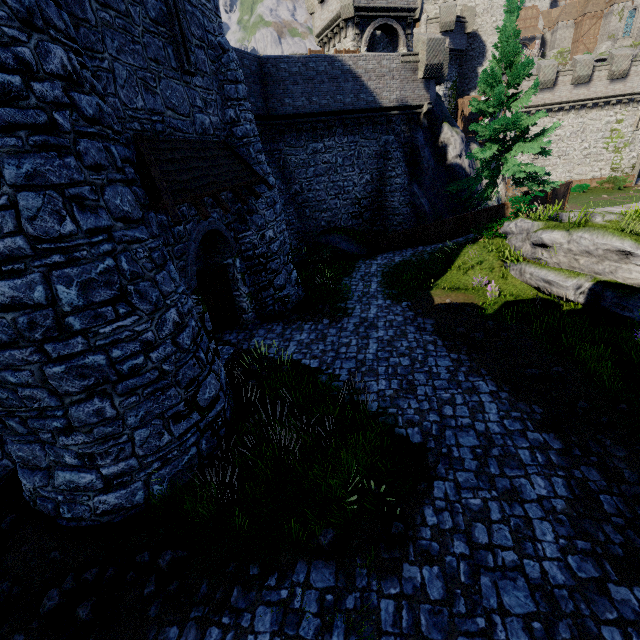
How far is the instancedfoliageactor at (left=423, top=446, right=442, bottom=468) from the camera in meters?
6.4 m

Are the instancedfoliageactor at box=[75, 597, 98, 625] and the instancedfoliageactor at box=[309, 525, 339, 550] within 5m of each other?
yes

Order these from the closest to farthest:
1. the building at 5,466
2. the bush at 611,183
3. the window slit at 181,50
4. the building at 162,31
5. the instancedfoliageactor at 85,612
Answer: the instancedfoliageactor at 85,612
the building at 162,31
the building at 5,466
the window slit at 181,50
the bush at 611,183

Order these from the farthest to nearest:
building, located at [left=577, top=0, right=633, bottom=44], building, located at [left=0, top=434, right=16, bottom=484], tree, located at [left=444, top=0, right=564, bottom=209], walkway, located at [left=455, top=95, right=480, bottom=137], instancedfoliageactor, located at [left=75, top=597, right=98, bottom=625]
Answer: building, located at [left=577, top=0, right=633, bottom=44], walkway, located at [left=455, top=95, right=480, bottom=137], tree, located at [left=444, top=0, right=564, bottom=209], building, located at [left=0, top=434, right=16, bottom=484], instancedfoliageactor, located at [left=75, top=597, right=98, bottom=625]

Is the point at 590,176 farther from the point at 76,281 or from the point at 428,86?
→ the point at 76,281

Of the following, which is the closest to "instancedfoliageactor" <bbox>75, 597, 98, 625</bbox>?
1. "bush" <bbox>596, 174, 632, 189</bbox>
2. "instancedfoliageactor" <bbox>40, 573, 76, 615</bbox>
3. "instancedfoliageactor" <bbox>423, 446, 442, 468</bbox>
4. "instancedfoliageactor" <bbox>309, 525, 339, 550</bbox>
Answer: "instancedfoliageactor" <bbox>40, 573, 76, 615</bbox>

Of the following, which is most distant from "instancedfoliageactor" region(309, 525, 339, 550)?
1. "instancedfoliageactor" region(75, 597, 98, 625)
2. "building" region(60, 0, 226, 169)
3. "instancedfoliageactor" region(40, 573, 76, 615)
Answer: "building" region(60, 0, 226, 169)

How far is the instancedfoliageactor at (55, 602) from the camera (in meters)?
4.93
